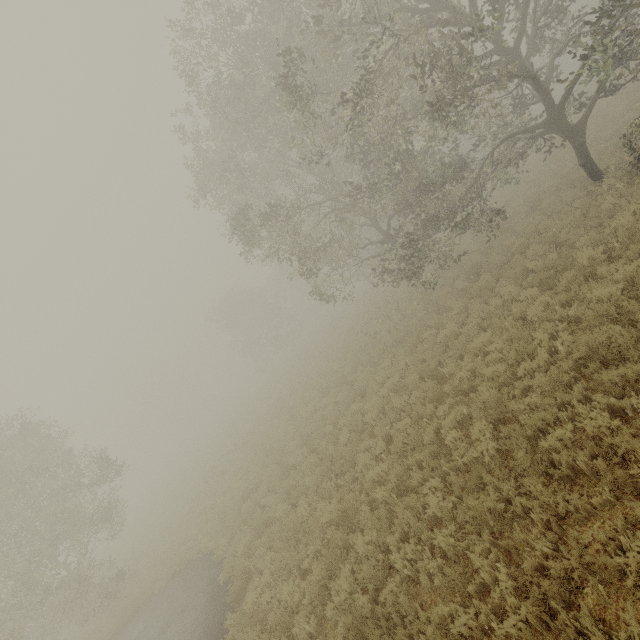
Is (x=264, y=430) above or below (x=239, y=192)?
below
